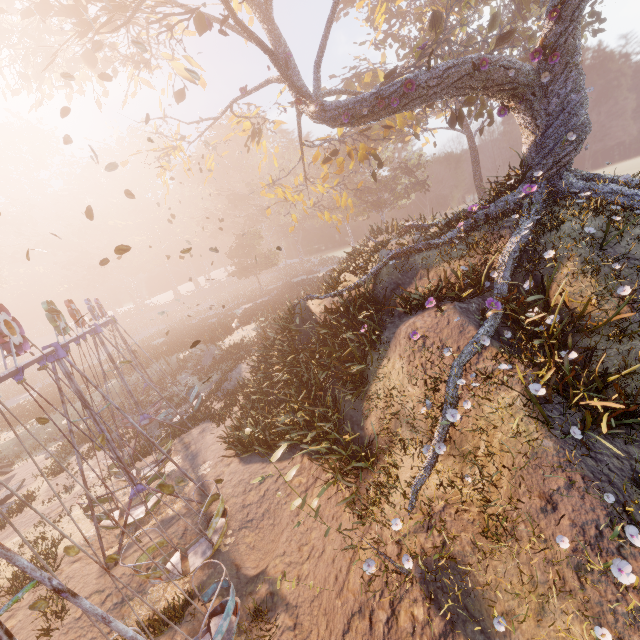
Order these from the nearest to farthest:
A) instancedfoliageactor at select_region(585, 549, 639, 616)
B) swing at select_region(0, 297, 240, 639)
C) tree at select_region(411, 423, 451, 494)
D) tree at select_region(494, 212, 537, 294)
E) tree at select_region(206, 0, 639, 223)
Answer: instancedfoliageactor at select_region(585, 549, 639, 616) < swing at select_region(0, 297, 240, 639) < tree at select_region(411, 423, 451, 494) < tree at select_region(494, 212, 537, 294) < tree at select_region(206, 0, 639, 223)

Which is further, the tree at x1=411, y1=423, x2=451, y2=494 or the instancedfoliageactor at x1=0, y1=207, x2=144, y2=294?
the instancedfoliageactor at x1=0, y1=207, x2=144, y2=294

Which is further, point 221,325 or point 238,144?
point 238,144

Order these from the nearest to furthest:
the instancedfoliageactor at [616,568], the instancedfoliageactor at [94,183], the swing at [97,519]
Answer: the instancedfoliageactor at [616,568] < the swing at [97,519] < the instancedfoliageactor at [94,183]

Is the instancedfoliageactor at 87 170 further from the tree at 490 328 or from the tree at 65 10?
the tree at 490 328

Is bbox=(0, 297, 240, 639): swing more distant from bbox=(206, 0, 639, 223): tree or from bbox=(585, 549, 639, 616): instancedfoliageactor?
bbox=(206, 0, 639, 223): tree

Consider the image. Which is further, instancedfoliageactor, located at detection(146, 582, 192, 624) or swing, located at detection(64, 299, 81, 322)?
swing, located at detection(64, 299, 81, 322)

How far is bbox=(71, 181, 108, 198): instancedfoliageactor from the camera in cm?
5809
